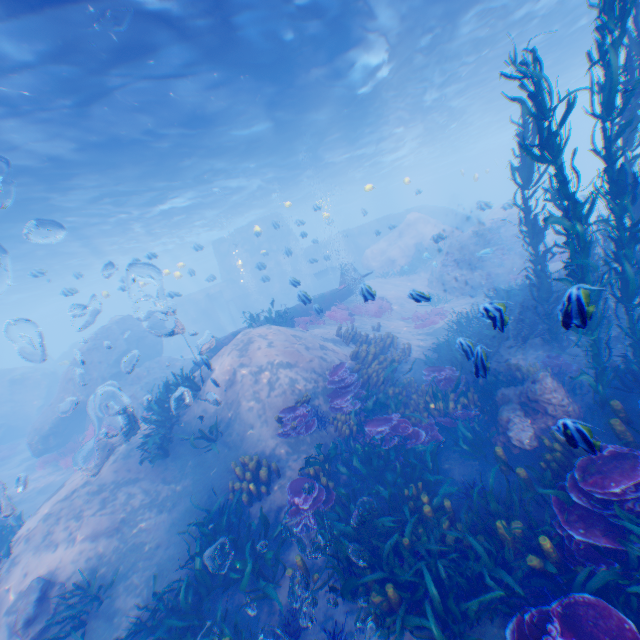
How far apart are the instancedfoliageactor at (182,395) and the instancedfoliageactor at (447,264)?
17.6 meters

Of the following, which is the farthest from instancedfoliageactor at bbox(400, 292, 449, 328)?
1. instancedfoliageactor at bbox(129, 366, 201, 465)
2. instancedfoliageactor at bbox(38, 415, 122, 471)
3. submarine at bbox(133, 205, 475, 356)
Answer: instancedfoliageactor at bbox(38, 415, 122, 471)

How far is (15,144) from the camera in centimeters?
1127cm

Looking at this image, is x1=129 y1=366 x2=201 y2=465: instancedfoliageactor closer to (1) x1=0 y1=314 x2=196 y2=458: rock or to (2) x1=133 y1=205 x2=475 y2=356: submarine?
(1) x1=0 y1=314 x2=196 y2=458: rock

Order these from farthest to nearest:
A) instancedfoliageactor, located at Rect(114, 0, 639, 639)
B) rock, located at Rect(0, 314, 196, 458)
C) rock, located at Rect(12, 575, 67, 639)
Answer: rock, located at Rect(0, 314, 196, 458) < rock, located at Rect(12, 575, 67, 639) < instancedfoliageactor, located at Rect(114, 0, 639, 639)

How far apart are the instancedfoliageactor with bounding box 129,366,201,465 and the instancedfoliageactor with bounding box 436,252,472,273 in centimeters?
1764cm

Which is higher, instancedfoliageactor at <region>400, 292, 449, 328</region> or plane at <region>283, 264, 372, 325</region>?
plane at <region>283, 264, 372, 325</region>

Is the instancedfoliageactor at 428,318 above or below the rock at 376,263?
below
